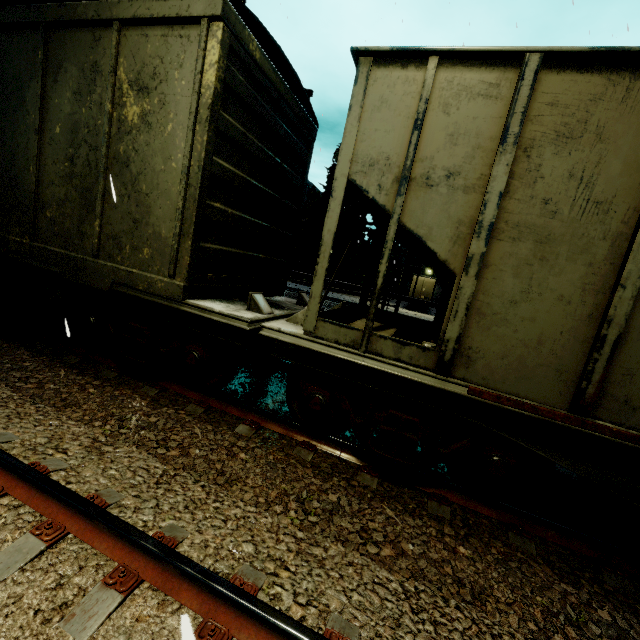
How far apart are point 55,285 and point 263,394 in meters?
3.7 m

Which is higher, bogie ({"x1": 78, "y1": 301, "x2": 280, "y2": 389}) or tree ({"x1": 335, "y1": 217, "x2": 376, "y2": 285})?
tree ({"x1": 335, "y1": 217, "x2": 376, "y2": 285})

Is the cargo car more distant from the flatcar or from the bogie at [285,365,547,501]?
the bogie at [285,365,547,501]

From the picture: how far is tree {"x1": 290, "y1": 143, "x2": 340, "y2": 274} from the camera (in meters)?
34.44

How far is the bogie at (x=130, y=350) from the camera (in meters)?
4.34

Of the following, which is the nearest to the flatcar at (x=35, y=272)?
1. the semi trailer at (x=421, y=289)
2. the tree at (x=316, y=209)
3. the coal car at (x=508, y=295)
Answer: the coal car at (x=508, y=295)

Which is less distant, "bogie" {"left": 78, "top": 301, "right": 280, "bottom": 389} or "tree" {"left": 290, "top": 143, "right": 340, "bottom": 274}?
"bogie" {"left": 78, "top": 301, "right": 280, "bottom": 389}

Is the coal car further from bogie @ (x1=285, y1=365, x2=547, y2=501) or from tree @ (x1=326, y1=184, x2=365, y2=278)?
tree @ (x1=326, y1=184, x2=365, y2=278)
